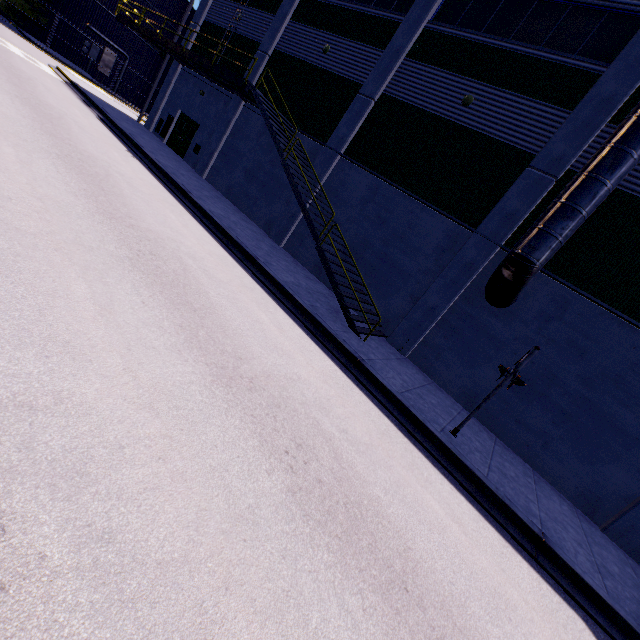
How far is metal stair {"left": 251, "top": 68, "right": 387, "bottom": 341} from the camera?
10.62m

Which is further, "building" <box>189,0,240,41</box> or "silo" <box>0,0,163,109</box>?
"silo" <box>0,0,163,109</box>

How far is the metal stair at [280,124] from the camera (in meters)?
10.62

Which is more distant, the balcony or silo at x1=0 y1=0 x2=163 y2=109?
silo at x1=0 y1=0 x2=163 y2=109

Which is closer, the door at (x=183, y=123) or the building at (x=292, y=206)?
the building at (x=292, y=206)

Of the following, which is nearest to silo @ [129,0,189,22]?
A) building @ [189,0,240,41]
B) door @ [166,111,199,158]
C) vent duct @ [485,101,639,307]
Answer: building @ [189,0,240,41]

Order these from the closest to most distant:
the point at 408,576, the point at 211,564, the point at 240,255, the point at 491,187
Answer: the point at 211,564 → the point at 408,576 → the point at 240,255 → the point at 491,187

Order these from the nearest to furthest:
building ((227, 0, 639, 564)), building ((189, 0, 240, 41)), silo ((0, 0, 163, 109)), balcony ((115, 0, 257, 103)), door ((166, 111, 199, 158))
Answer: building ((227, 0, 639, 564)) < balcony ((115, 0, 257, 103)) < building ((189, 0, 240, 41)) < door ((166, 111, 199, 158)) < silo ((0, 0, 163, 109))
